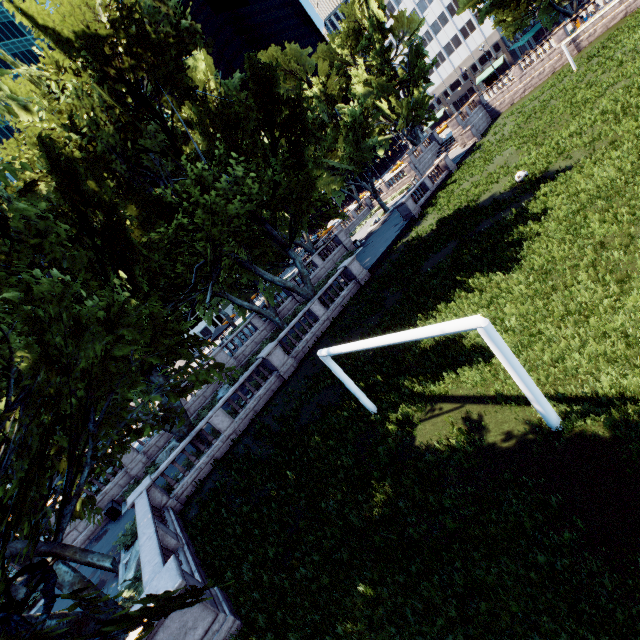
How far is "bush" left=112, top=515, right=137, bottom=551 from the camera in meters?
15.8

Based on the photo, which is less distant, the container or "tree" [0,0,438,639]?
"tree" [0,0,438,639]

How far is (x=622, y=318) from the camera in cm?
761

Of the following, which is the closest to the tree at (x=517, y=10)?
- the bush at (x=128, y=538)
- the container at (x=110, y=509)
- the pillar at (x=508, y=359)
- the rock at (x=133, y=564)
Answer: the bush at (x=128, y=538)

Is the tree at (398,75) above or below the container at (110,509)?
above

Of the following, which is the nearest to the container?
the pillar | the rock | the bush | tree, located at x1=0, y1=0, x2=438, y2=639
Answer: tree, located at x1=0, y1=0, x2=438, y2=639

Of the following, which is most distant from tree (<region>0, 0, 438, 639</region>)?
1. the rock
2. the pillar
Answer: the pillar

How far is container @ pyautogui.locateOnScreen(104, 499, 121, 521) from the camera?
21.3m
